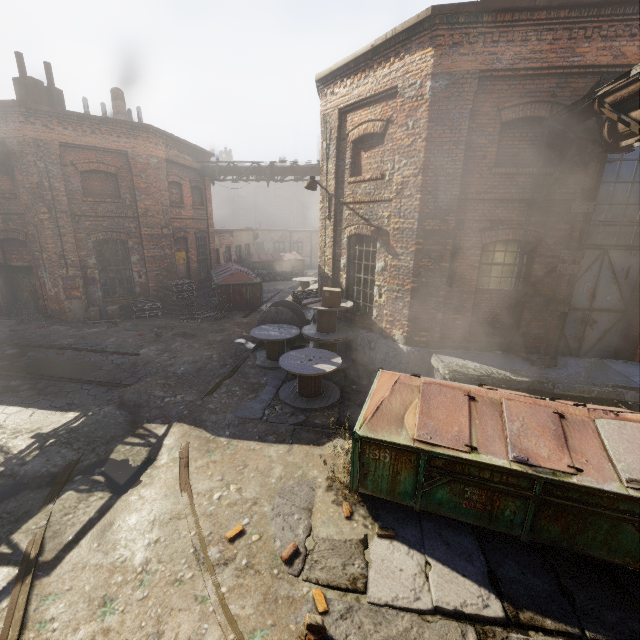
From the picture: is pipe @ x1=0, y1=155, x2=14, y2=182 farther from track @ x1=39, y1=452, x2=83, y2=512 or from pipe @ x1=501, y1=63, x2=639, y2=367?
pipe @ x1=501, y1=63, x2=639, y2=367

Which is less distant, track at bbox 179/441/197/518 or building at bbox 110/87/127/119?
track at bbox 179/441/197/518

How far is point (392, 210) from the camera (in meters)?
8.42

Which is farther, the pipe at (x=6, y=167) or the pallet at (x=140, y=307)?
the pallet at (x=140, y=307)

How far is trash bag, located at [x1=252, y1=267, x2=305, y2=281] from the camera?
23.12m

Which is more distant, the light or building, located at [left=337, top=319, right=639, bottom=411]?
the light

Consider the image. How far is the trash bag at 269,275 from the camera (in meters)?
23.12

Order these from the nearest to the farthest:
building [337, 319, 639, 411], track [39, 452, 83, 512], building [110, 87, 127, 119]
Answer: track [39, 452, 83, 512], building [337, 319, 639, 411], building [110, 87, 127, 119]
